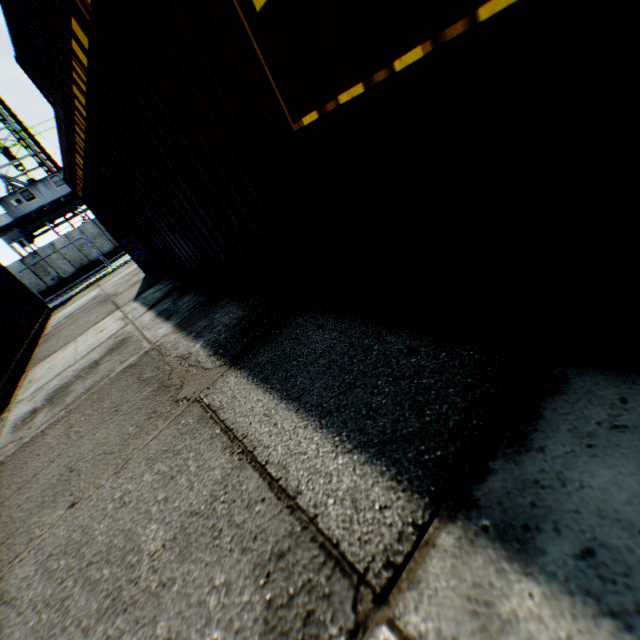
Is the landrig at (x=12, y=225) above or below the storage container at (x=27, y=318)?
above

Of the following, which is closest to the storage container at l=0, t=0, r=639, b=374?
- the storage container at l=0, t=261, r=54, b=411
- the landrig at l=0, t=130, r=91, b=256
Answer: the storage container at l=0, t=261, r=54, b=411

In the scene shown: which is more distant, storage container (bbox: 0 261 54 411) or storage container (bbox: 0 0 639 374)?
storage container (bbox: 0 261 54 411)

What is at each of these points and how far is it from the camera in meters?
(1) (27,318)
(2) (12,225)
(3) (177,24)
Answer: (1) storage container, 10.1 m
(2) landrig, 27.4 m
(3) storage container, 1.7 m

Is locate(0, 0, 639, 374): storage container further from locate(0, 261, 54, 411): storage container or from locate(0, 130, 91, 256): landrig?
locate(0, 130, 91, 256): landrig

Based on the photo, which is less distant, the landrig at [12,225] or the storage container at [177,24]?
the storage container at [177,24]

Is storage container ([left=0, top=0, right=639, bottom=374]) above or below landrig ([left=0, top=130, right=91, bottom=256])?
below

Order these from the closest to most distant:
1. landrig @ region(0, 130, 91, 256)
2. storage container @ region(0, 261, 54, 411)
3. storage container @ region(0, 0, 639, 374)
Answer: storage container @ region(0, 0, 639, 374) < storage container @ region(0, 261, 54, 411) < landrig @ region(0, 130, 91, 256)
